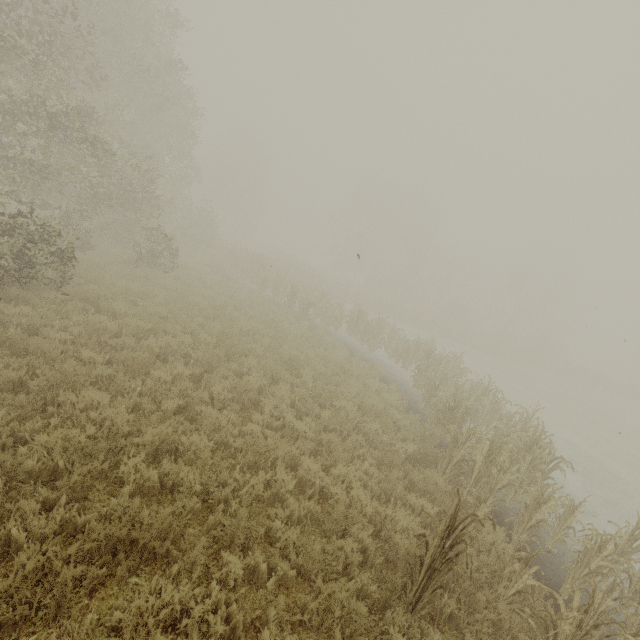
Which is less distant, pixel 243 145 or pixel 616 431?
pixel 616 431
